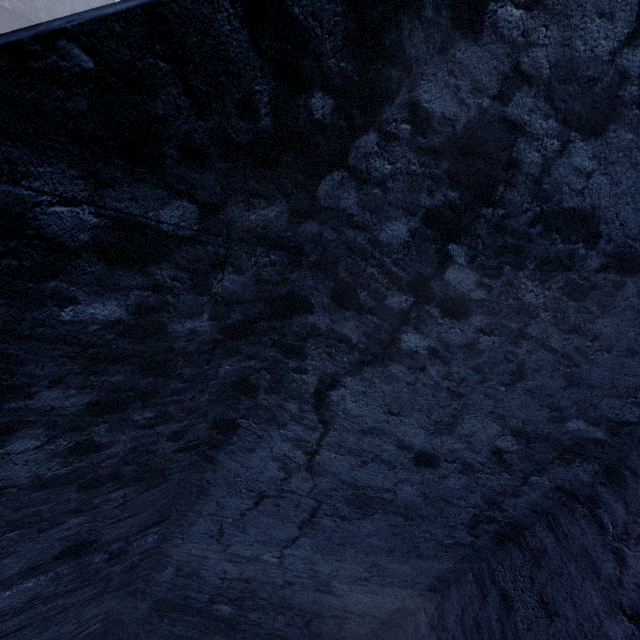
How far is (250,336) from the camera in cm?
167
